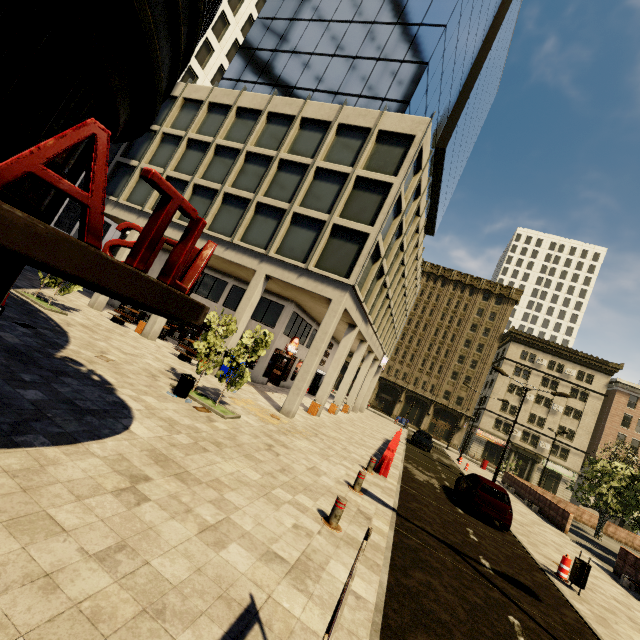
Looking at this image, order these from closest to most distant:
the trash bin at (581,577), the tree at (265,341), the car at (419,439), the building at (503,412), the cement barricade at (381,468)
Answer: the trash bin at (581,577) → the tree at (265,341) → the cement barricade at (381,468) → the car at (419,439) → the building at (503,412)

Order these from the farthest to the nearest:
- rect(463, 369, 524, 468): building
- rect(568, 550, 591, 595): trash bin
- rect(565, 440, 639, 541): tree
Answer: rect(463, 369, 524, 468): building < rect(565, 440, 639, 541): tree < rect(568, 550, 591, 595): trash bin

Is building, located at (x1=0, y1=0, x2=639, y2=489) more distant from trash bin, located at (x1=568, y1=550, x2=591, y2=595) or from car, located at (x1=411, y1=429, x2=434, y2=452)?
trash bin, located at (x1=568, y1=550, x2=591, y2=595)

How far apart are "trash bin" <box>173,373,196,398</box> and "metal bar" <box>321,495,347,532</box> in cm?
591

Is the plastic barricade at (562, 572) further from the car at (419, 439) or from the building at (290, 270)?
the car at (419, 439)

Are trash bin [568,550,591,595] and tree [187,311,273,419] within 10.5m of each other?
no

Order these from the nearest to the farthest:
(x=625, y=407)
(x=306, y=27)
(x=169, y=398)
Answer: (x=169, y=398), (x=306, y=27), (x=625, y=407)

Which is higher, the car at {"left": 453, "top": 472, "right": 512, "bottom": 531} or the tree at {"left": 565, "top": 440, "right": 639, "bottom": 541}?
the tree at {"left": 565, "top": 440, "right": 639, "bottom": 541}
